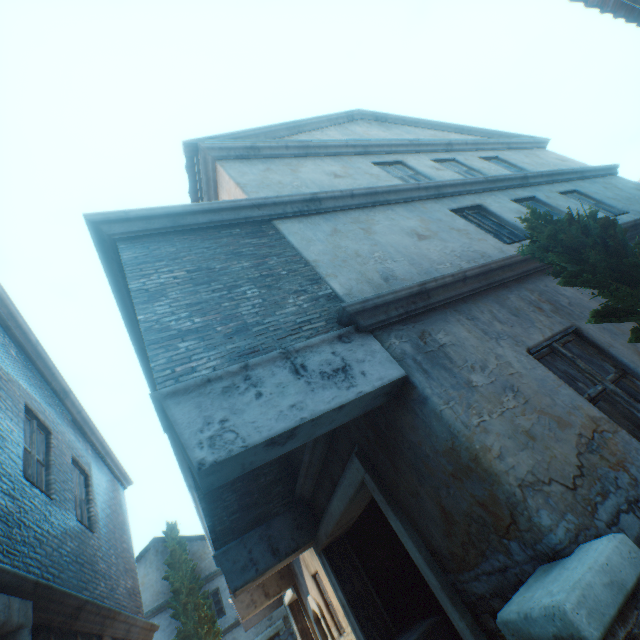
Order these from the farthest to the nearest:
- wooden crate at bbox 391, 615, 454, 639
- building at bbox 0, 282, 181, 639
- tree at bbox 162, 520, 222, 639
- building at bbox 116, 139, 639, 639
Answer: tree at bbox 162, 520, 222, 639
wooden crate at bbox 391, 615, 454, 639
building at bbox 0, 282, 181, 639
building at bbox 116, 139, 639, 639

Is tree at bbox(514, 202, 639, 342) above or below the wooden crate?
above

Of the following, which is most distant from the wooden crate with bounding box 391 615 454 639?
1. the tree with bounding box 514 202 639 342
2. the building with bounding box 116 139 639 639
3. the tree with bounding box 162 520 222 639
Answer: the tree with bounding box 162 520 222 639

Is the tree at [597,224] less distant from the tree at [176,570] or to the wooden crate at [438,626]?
the wooden crate at [438,626]

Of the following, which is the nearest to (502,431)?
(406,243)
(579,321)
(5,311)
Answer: (579,321)

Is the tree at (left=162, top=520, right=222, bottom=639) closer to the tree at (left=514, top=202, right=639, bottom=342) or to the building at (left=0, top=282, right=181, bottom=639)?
the building at (left=0, top=282, right=181, bottom=639)

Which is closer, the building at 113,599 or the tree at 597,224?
the tree at 597,224

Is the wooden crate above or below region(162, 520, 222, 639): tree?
below
